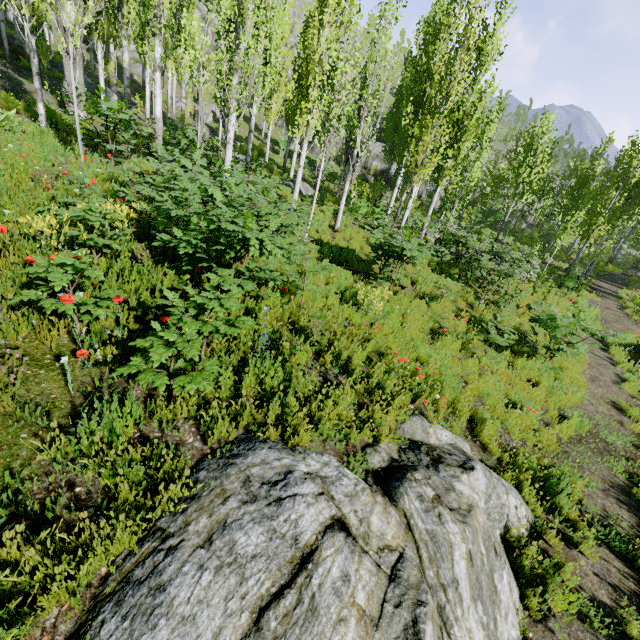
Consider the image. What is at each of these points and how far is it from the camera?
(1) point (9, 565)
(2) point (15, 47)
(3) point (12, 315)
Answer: (1) instancedfoliageactor, 2.0 meters
(2) rock, 20.2 meters
(3) rock, 3.3 meters

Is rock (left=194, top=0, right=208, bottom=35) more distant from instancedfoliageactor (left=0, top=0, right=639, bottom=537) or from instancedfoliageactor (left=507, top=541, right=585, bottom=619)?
instancedfoliageactor (left=507, top=541, right=585, bottom=619)

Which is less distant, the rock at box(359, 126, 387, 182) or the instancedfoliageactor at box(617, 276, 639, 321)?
the instancedfoliageactor at box(617, 276, 639, 321)

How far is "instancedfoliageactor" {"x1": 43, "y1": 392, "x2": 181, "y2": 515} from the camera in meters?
2.5 m

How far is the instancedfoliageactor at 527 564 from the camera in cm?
370

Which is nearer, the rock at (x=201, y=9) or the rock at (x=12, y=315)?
the rock at (x=12, y=315)

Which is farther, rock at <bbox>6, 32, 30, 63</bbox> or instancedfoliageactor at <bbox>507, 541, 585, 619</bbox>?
rock at <bbox>6, 32, 30, 63</bbox>

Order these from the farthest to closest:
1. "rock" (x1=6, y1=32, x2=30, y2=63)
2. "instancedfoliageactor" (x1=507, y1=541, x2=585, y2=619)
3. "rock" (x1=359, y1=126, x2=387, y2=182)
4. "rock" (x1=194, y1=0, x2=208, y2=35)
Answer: "rock" (x1=194, y1=0, x2=208, y2=35) → "rock" (x1=359, y1=126, x2=387, y2=182) → "rock" (x1=6, y1=32, x2=30, y2=63) → "instancedfoliageactor" (x1=507, y1=541, x2=585, y2=619)
